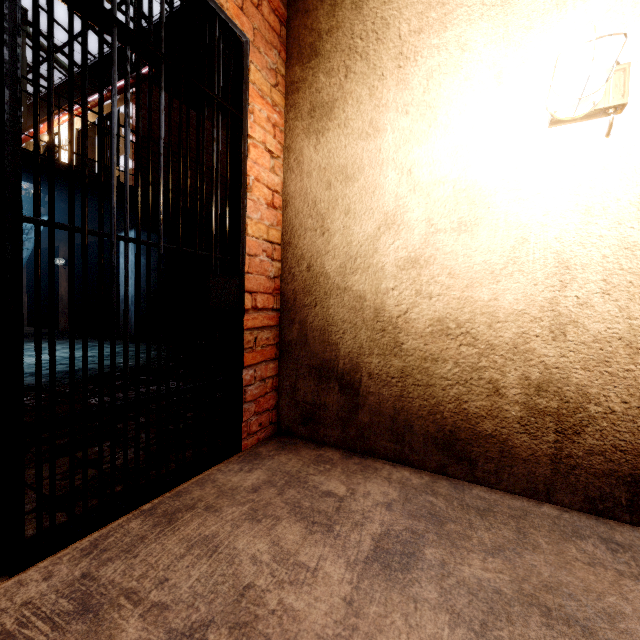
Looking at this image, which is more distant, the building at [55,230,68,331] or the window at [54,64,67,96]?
the window at [54,64,67,96]

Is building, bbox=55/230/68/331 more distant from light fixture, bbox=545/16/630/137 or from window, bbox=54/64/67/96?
light fixture, bbox=545/16/630/137

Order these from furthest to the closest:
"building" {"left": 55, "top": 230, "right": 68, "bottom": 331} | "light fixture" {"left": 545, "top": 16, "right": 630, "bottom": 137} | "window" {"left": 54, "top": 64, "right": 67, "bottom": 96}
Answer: "window" {"left": 54, "top": 64, "right": 67, "bottom": 96}, "building" {"left": 55, "top": 230, "right": 68, "bottom": 331}, "light fixture" {"left": 545, "top": 16, "right": 630, "bottom": 137}

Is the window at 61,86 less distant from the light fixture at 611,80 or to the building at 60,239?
the building at 60,239

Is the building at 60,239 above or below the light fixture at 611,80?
above

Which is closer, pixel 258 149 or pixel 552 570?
pixel 552 570
